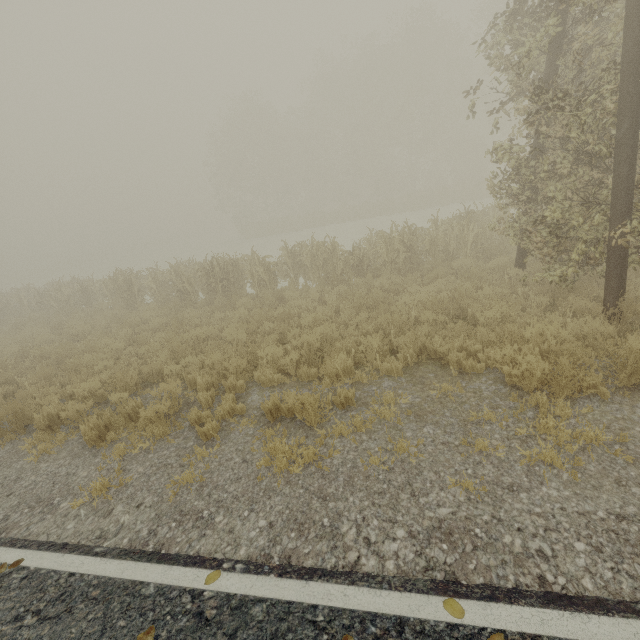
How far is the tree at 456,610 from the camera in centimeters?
237cm

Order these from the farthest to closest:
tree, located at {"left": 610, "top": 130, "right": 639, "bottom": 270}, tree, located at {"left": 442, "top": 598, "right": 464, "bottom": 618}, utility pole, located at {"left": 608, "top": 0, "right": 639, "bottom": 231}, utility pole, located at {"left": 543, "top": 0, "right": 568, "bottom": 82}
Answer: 1. utility pole, located at {"left": 543, "top": 0, "right": 568, "bottom": 82}
2. tree, located at {"left": 610, "top": 130, "right": 639, "bottom": 270}
3. utility pole, located at {"left": 608, "top": 0, "right": 639, "bottom": 231}
4. tree, located at {"left": 442, "top": 598, "right": 464, "bottom": 618}

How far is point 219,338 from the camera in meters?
9.8

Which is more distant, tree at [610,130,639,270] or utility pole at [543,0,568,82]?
utility pole at [543,0,568,82]

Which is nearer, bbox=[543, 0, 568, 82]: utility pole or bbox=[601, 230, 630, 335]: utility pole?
bbox=[601, 230, 630, 335]: utility pole

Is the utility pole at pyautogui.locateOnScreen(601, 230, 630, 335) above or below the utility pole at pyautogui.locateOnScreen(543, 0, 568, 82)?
below

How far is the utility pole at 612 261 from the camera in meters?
5.3
